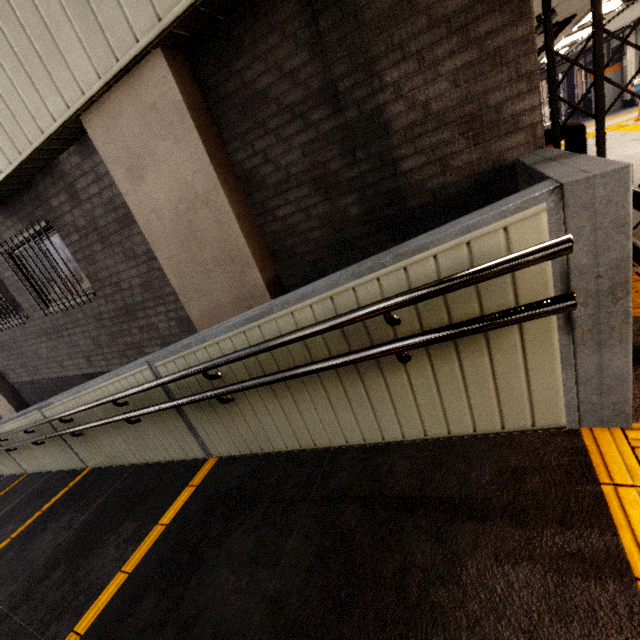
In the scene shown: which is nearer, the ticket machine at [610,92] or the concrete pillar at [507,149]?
the concrete pillar at [507,149]

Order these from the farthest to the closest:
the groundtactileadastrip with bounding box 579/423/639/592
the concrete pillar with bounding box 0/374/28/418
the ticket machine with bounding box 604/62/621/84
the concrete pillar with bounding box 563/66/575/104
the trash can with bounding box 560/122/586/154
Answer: the concrete pillar with bounding box 563/66/575/104 → the ticket machine with bounding box 604/62/621/84 → the concrete pillar with bounding box 0/374/28/418 → the trash can with bounding box 560/122/586/154 → the groundtactileadastrip with bounding box 579/423/639/592

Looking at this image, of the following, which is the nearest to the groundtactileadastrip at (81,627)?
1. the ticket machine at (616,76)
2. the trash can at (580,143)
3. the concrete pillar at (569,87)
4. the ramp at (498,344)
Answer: the ramp at (498,344)

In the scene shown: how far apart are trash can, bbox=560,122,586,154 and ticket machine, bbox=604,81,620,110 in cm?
1625

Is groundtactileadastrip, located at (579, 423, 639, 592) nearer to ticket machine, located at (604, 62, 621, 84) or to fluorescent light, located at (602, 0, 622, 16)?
fluorescent light, located at (602, 0, 622, 16)

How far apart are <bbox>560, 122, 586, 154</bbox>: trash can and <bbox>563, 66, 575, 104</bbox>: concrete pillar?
24.6 meters

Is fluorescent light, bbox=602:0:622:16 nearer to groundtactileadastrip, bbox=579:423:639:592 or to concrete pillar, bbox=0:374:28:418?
groundtactileadastrip, bbox=579:423:639:592

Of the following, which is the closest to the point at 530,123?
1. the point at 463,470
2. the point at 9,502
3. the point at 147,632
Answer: the point at 463,470
